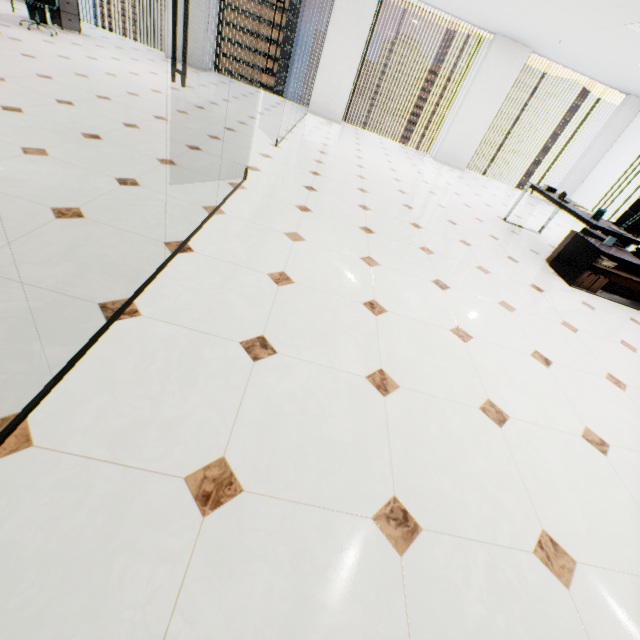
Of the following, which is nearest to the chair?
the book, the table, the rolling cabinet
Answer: the table

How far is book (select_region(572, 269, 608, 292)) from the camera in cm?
434

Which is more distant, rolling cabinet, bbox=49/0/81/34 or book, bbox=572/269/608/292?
rolling cabinet, bbox=49/0/81/34

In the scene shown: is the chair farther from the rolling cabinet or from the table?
the rolling cabinet

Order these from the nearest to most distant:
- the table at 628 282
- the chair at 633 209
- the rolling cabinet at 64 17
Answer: the table at 628 282, the chair at 633 209, the rolling cabinet at 64 17

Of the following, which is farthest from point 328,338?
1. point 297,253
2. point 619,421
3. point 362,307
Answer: point 619,421

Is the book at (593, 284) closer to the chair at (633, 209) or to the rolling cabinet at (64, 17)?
the chair at (633, 209)

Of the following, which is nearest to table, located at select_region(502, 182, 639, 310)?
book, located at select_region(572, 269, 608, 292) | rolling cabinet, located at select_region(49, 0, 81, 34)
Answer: book, located at select_region(572, 269, 608, 292)
